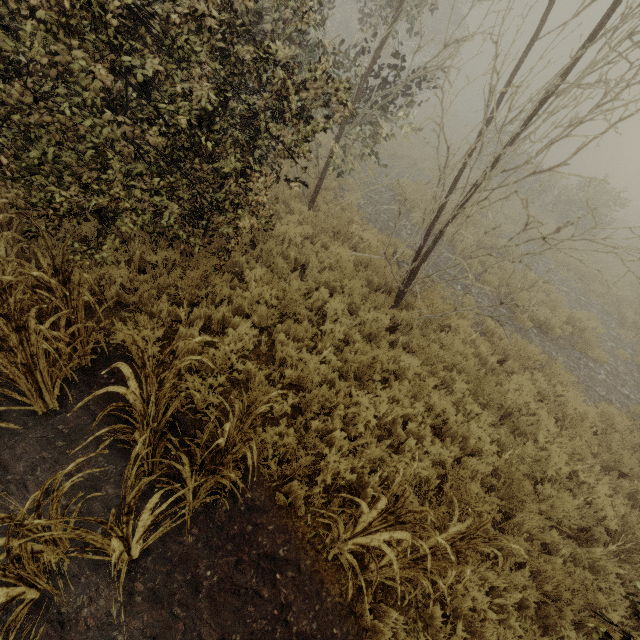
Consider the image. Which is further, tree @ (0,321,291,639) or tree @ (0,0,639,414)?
tree @ (0,0,639,414)

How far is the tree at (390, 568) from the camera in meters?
2.5 m

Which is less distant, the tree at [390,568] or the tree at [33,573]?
the tree at [33,573]

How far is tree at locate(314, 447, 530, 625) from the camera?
2.5 meters

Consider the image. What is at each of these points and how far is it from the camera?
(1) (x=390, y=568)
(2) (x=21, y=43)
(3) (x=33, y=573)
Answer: (1) tree, 2.7 meters
(2) tree, 3.6 meters
(3) tree, 2.4 meters
